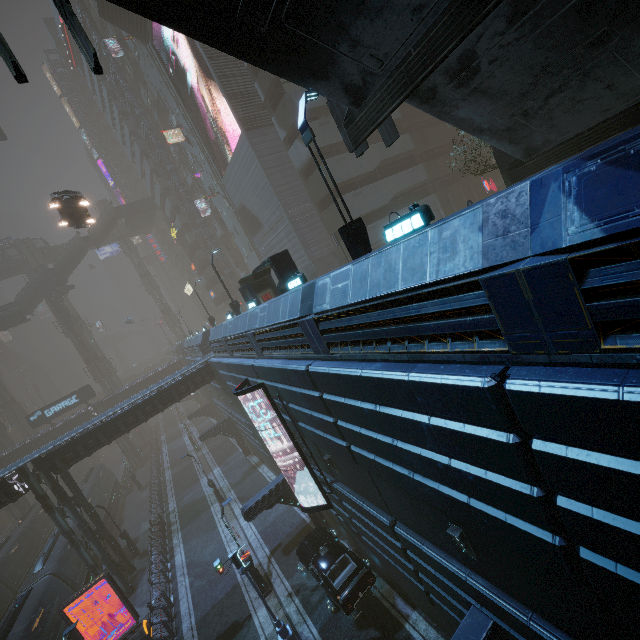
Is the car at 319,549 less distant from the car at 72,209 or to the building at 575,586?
the building at 575,586

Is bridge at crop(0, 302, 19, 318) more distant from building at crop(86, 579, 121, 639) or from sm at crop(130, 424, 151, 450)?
building at crop(86, 579, 121, 639)

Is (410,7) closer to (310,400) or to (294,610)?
(310,400)

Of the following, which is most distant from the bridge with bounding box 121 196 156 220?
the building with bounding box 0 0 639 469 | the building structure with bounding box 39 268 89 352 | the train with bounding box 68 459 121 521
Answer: the train with bounding box 68 459 121 521

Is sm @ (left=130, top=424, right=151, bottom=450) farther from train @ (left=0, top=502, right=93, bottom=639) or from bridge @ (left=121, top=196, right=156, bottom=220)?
bridge @ (left=121, top=196, right=156, bottom=220)

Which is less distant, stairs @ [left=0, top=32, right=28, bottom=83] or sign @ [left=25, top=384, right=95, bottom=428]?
→ stairs @ [left=0, top=32, right=28, bottom=83]

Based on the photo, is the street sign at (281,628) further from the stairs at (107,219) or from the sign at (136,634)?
the stairs at (107,219)

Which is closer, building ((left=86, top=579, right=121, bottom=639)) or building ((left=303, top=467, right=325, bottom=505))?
building ((left=303, top=467, right=325, bottom=505))
